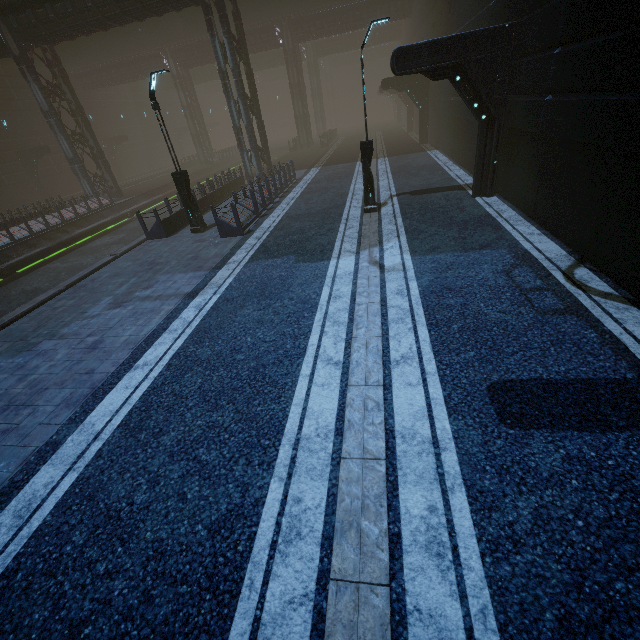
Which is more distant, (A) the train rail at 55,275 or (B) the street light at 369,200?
(A) the train rail at 55,275

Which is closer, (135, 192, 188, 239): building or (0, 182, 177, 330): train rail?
(0, 182, 177, 330): train rail

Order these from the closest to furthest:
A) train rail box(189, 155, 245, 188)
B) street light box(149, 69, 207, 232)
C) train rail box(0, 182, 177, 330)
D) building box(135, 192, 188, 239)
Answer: street light box(149, 69, 207, 232) < train rail box(0, 182, 177, 330) < building box(135, 192, 188, 239) < train rail box(189, 155, 245, 188)

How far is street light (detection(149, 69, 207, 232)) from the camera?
11.44m

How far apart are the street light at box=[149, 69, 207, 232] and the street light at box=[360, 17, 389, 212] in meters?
6.7

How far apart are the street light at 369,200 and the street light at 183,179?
6.7m

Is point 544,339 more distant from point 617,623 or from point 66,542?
point 66,542
